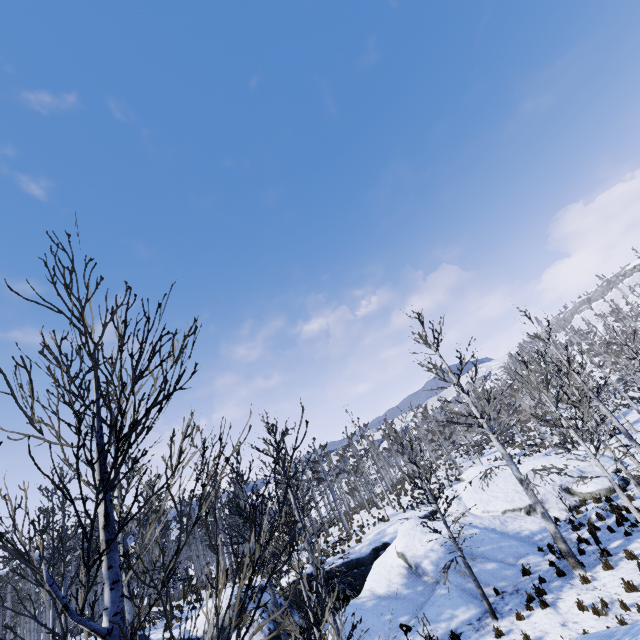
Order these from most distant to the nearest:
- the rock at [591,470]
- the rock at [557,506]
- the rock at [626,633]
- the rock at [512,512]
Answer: the rock at [591,470], the rock at [557,506], the rock at [512,512], the rock at [626,633]

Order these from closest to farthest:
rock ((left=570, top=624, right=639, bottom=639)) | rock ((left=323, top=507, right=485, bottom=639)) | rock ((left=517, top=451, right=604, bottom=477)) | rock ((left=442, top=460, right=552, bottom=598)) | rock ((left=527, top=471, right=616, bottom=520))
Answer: rock ((left=570, top=624, right=639, bottom=639)), rock ((left=323, top=507, right=485, bottom=639)), rock ((left=442, top=460, right=552, bottom=598)), rock ((left=527, top=471, right=616, bottom=520)), rock ((left=517, top=451, right=604, bottom=477))

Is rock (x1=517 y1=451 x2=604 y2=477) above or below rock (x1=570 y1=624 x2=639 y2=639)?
below

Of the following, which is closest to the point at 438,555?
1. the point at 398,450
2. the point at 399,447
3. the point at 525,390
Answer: the point at 525,390

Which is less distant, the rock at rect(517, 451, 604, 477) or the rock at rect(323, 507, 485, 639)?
the rock at rect(323, 507, 485, 639)

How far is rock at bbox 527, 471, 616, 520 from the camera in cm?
1716

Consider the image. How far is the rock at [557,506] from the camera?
17.2m
